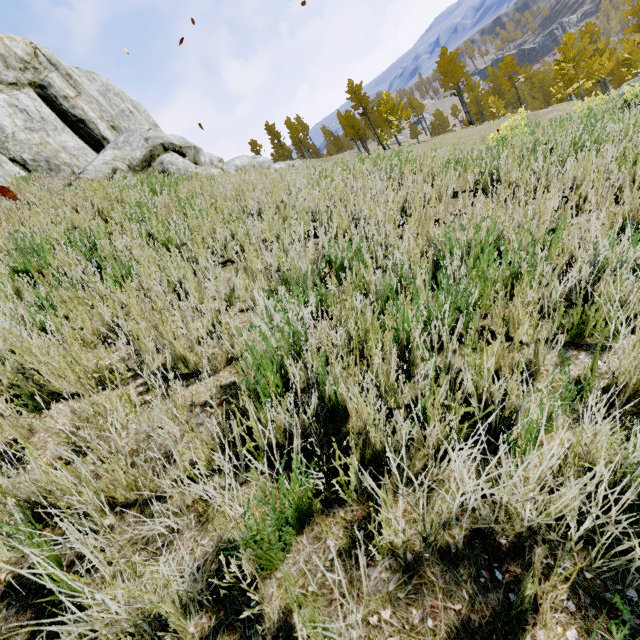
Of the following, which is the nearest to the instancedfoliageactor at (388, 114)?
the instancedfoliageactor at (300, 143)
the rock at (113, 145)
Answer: the rock at (113, 145)

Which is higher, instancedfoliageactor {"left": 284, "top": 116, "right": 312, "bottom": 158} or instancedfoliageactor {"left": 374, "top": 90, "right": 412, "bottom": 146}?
instancedfoliageactor {"left": 284, "top": 116, "right": 312, "bottom": 158}

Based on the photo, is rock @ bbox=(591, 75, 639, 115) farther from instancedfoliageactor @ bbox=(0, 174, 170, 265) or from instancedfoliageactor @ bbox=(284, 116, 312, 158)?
instancedfoliageactor @ bbox=(284, 116, 312, 158)

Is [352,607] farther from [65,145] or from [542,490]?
[65,145]

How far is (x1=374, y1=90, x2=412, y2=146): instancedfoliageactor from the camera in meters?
35.4 m

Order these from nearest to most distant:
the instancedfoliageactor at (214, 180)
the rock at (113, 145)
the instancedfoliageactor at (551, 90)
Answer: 1. the instancedfoliageactor at (214, 180)
2. the rock at (113, 145)
3. the instancedfoliageactor at (551, 90)

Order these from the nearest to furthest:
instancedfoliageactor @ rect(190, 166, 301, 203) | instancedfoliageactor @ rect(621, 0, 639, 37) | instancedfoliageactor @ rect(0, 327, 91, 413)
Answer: instancedfoliageactor @ rect(0, 327, 91, 413)
instancedfoliageactor @ rect(190, 166, 301, 203)
instancedfoliageactor @ rect(621, 0, 639, 37)
